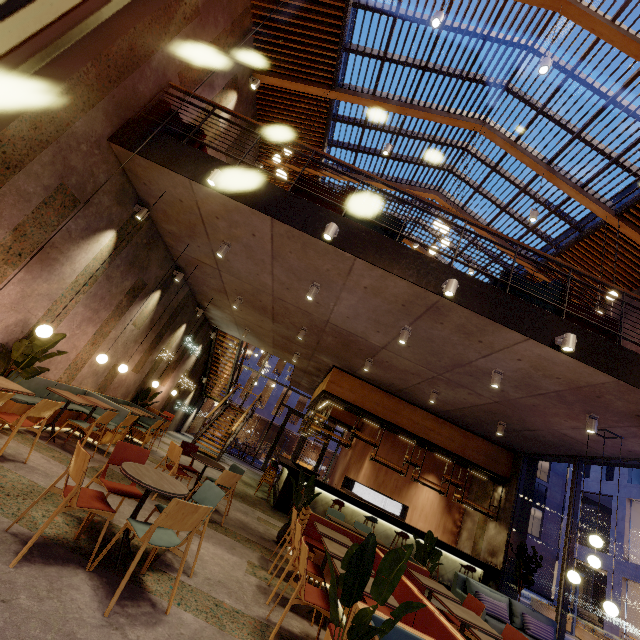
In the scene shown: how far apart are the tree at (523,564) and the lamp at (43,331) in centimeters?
1106cm

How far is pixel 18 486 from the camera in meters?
3.6

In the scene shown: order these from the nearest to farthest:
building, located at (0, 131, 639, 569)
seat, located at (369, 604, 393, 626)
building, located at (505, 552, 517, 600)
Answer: seat, located at (369, 604, 393, 626) → building, located at (0, 131, 639, 569) → building, located at (505, 552, 517, 600)

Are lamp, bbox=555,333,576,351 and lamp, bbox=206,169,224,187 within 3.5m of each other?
no

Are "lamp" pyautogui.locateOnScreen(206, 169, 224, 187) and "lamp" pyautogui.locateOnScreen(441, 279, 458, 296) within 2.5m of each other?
no

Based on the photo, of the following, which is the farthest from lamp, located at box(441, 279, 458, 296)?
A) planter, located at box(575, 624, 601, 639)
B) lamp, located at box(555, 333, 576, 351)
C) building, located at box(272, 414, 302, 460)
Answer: building, located at box(272, 414, 302, 460)

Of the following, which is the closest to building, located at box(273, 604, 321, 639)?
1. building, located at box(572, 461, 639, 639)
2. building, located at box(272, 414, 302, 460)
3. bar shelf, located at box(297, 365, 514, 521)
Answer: bar shelf, located at box(297, 365, 514, 521)

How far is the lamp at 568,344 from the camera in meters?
4.7
